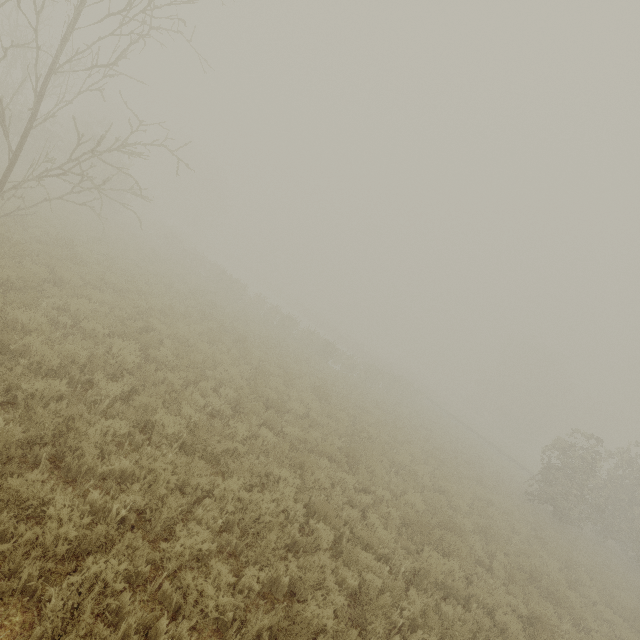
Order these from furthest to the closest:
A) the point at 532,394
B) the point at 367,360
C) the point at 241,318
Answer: the point at 532,394, the point at 367,360, the point at 241,318
